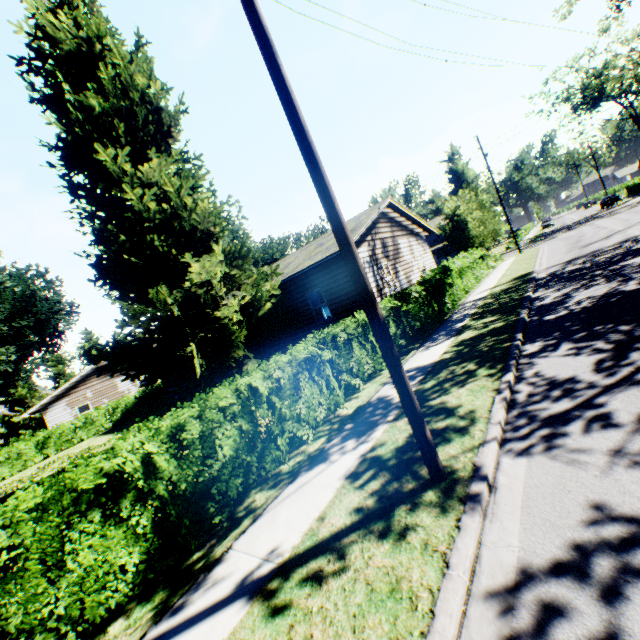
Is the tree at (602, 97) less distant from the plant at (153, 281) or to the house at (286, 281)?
the plant at (153, 281)

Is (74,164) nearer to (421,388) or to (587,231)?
(421,388)

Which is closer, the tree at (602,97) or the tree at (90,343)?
the tree at (602,97)

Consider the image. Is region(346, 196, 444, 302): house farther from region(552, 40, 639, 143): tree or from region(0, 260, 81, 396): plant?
region(552, 40, 639, 143): tree

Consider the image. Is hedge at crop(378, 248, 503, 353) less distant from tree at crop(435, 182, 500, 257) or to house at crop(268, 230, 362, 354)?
house at crop(268, 230, 362, 354)

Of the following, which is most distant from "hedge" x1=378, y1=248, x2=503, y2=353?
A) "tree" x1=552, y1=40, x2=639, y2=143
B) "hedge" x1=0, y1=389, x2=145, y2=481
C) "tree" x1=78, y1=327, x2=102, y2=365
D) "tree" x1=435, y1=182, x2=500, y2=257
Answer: "tree" x1=552, y1=40, x2=639, y2=143

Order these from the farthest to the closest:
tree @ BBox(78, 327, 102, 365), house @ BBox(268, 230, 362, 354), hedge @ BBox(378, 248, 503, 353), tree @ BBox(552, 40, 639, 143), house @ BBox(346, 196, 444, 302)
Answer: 1. tree @ BBox(78, 327, 102, 365)
2. tree @ BBox(552, 40, 639, 143)
3. house @ BBox(346, 196, 444, 302)
4. house @ BBox(268, 230, 362, 354)
5. hedge @ BBox(378, 248, 503, 353)

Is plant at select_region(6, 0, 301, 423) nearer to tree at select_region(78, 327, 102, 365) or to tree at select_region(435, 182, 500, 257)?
tree at select_region(78, 327, 102, 365)
